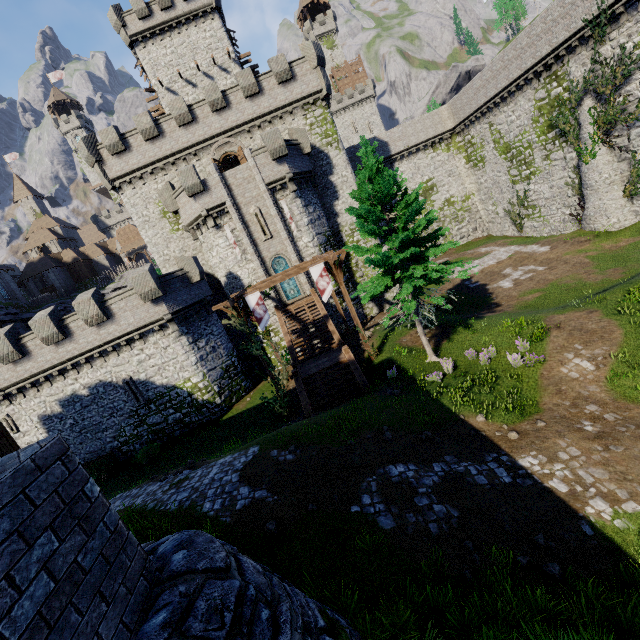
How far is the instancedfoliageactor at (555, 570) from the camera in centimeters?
639cm

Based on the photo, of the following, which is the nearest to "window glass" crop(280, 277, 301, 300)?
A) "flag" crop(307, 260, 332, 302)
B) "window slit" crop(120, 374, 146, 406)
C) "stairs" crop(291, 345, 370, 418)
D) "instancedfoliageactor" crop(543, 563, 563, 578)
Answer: "flag" crop(307, 260, 332, 302)

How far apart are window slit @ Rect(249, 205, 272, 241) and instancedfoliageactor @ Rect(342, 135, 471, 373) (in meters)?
13.47

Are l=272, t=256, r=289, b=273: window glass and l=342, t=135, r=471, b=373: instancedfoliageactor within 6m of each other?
no

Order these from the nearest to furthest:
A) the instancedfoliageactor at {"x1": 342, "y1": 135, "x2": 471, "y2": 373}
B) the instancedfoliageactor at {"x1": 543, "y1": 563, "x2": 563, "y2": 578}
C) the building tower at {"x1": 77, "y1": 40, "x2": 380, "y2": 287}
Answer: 1. the instancedfoliageactor at {"x1": 543, "y1": 563, "x2": 563, "y2": 578}
2. the instancedfoliageactor at {"x1": 342, "y1": 135, "x2": 471, "y2": 373}
3. the building tower at {"x1": 77, "y1": 40, "x2": 380, "y2": 287}

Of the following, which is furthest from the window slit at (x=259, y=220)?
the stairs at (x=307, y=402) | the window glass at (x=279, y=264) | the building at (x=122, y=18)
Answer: the building at (x=122, y=18)

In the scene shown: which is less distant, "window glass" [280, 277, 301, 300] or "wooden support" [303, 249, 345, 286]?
"wooden support" [303, 249, 345, 286]

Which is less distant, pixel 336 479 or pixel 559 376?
pixel 336 479
